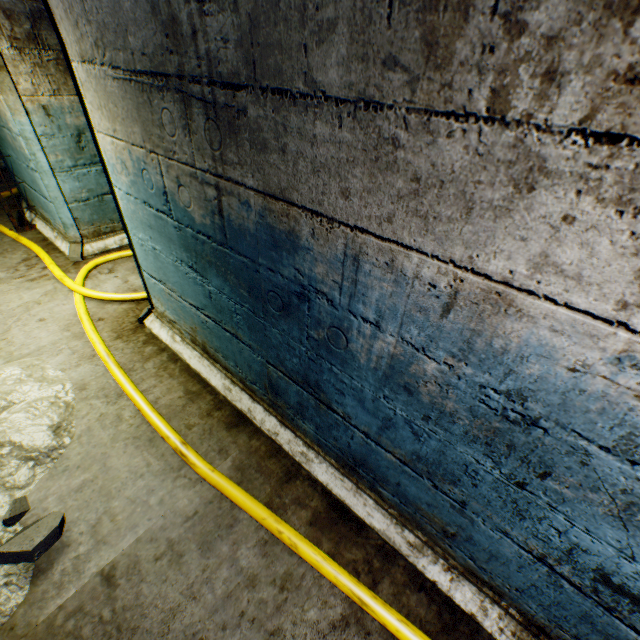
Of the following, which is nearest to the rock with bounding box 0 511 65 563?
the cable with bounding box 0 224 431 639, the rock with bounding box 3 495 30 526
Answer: the rock with bounding box 3 495 30 526

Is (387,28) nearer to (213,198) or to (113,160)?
(213,198)

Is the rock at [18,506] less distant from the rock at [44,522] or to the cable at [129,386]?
the rock at [44,522]

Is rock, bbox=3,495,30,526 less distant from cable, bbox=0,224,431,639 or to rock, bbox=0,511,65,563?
rock, bbox=0,511,65,563

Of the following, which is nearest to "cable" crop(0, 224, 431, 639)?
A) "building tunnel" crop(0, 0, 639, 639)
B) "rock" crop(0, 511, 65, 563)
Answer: "building tunnel" crop(0, 0, 639, 639)

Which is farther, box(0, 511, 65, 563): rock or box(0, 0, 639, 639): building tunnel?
box(0, 511, 65, 563): rock
